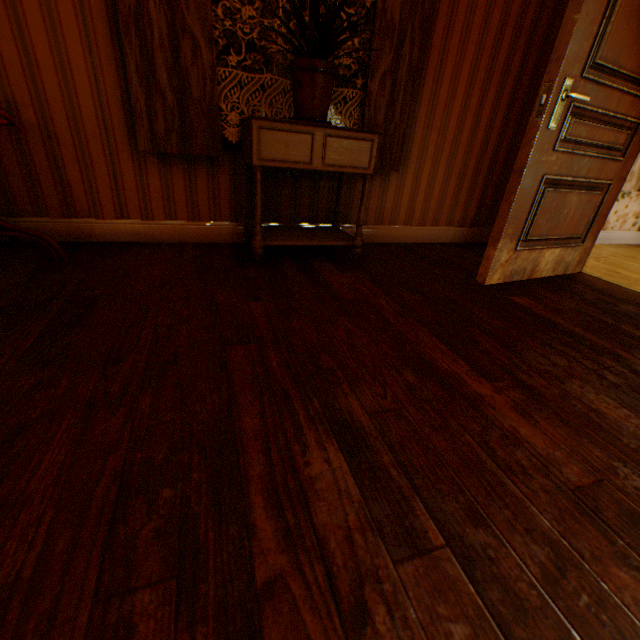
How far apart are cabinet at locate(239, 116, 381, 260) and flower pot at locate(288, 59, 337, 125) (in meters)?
0.02

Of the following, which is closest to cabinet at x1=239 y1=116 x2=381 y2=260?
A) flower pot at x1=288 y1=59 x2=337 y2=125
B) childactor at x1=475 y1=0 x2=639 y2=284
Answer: flower pot at x1=288 y1=59 x2=337 y2=125

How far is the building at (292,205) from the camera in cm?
254

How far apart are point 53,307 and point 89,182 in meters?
1.2 m

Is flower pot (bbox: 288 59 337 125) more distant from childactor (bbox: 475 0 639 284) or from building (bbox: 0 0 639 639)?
childactor (bbox: 475 0 639 284)

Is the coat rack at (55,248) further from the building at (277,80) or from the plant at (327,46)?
the plant at (327,46)

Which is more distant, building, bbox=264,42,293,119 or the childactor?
building, bbox=264,42,293,119

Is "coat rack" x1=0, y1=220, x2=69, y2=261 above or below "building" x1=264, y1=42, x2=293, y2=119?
below
